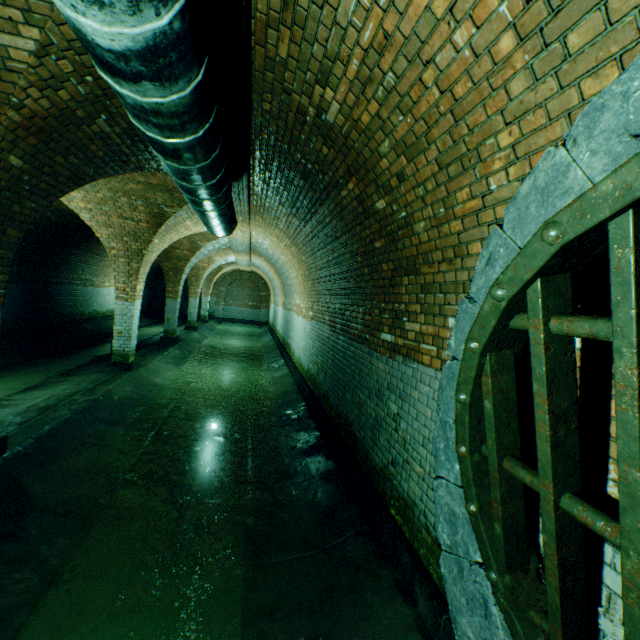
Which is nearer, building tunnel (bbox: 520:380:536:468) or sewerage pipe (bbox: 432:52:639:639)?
sewerage pipe (bbox: 432:52:639:639)

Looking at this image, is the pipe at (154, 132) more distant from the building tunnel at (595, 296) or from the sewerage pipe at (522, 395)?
the sewerage pipe at (522, 395)

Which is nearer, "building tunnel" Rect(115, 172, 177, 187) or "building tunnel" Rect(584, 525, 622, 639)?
"building tunnel" Rect(584, 525, 622, 639)

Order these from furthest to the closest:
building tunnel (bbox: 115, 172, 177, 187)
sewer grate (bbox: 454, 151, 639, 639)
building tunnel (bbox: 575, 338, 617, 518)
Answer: building tunnel (bbox: 115, 172, 177, 187), building tunnel (bbox: 575, 338, 617, 518), sewer grate (bbox: 454, 151, 639, 639)

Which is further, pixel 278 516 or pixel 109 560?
pixel 278 516

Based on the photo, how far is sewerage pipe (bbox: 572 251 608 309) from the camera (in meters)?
1.38
